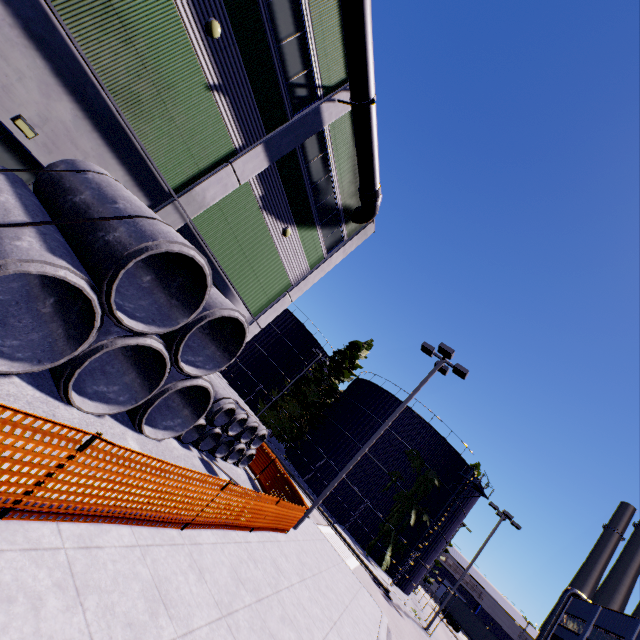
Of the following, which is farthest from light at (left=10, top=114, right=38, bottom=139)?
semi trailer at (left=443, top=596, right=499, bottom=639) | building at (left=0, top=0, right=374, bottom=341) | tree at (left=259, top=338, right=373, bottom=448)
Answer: semi trailer at (left=443, top=596, right=499, bottom=639)

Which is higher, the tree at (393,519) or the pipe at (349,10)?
the pipe at (349,10)

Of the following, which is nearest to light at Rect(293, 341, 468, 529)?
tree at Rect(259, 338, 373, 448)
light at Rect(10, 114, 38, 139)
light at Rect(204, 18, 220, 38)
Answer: tree at Rect(259, 338, 373, 448)

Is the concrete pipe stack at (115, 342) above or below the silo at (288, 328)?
below

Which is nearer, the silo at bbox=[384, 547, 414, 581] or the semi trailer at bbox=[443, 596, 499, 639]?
the silo at bbox=[384, 547, 414, 581]

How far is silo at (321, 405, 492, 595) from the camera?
28.3m

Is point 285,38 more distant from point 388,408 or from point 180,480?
point 388,408

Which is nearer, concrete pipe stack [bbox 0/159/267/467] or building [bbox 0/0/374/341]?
concrete pipe stack [bbox 0/159/267/467]
